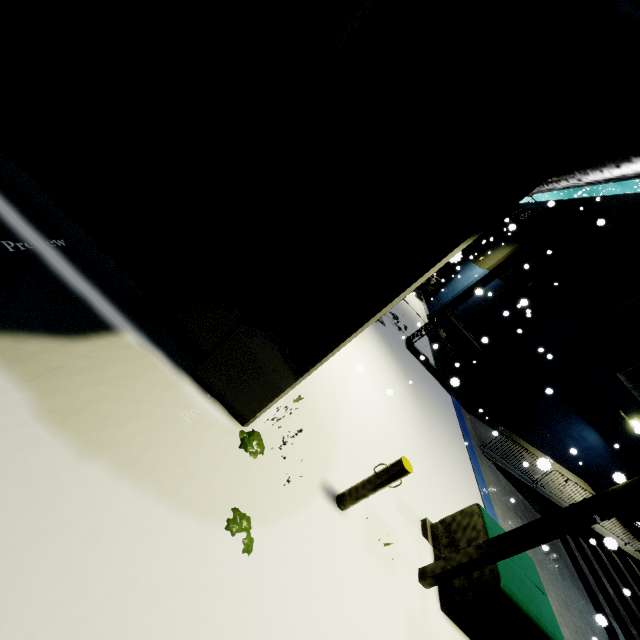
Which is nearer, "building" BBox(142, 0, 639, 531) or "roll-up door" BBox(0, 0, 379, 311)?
"building" BBox(142, 0, 639, 531)

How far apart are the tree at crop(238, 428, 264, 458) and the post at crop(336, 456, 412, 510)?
1.3m

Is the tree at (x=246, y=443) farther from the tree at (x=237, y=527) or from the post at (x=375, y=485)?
the post at (x=375, y=485)

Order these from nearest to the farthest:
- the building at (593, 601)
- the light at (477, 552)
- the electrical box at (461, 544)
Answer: the light at (477, 552)
the electrical box at (461, 544)
the building at (593, 601)

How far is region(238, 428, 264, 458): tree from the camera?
→ 3.77m

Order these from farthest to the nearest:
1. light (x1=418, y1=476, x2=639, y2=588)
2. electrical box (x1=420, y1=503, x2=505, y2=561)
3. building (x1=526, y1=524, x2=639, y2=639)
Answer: building (x1=526, y1=524, x2=639, y2=639), electrical box (x1=420, y1=503, x2=505, y2=561), light (x1=418, y1=476, x2=639, y2=588)

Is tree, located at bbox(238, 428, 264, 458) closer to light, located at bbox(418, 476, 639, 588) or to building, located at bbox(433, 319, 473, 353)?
building, located at bbox(433, 319, 473, 353)

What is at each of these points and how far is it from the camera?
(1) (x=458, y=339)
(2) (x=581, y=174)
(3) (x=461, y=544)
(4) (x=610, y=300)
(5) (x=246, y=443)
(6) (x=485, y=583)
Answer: (1) building, 18.1 meters
(2) pipe, 5.0 meters
(3) electrical box, 4.9 meters
(4) building, 11.5 meters
(5) tree, 3.8 meters
(6) electrical box, 4.3 meters
